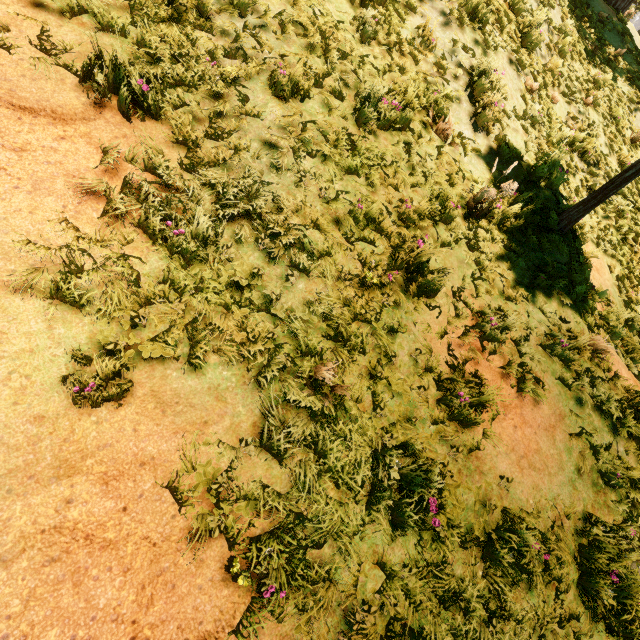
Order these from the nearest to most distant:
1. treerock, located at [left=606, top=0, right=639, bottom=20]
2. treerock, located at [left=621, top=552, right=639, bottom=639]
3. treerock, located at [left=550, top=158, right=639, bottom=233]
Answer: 1. treerock, located at [left=621, top=552, right=639, bottom=639]
2. treerock, located at [left=550, top=158, right=639, bottom=233]
3. treerock, located at [left=606, top=0, right=639, bottom=20]

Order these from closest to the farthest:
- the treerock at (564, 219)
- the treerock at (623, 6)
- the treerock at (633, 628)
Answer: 1. the treerock at (633, 628)
2. the treerock at (564, 219)
3. the treerock at (623, 6)

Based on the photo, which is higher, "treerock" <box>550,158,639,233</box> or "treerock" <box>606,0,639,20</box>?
"treerock" <box>606,0,639,20</box>

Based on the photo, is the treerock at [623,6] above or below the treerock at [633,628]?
above

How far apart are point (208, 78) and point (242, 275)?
2.3m

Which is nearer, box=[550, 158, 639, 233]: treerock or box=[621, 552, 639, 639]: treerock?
box=[621, 552, 639, 639]: treerock
